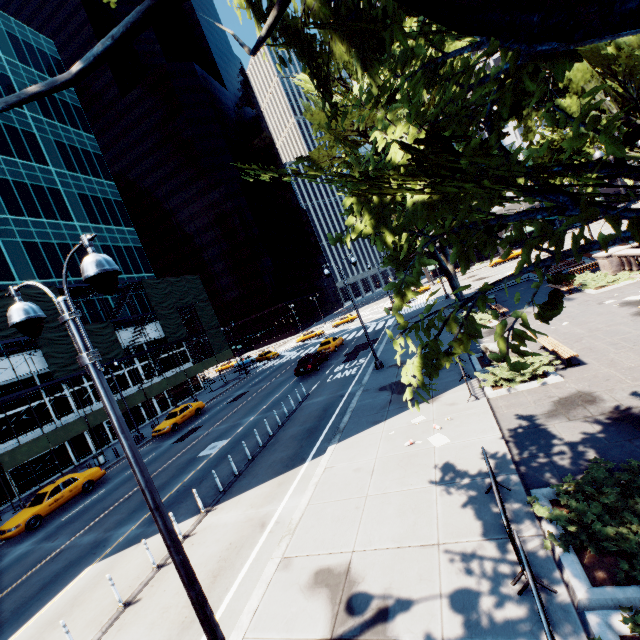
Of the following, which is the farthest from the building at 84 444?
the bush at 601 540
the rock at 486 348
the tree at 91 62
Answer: the rock at 486 348

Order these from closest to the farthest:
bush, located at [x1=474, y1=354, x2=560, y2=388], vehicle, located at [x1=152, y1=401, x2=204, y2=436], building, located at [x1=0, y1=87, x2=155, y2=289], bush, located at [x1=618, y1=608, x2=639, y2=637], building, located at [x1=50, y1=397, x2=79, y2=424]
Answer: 1. bush, located at [x1=618, y1=608, x2=639, y2=637]
2. bush, located at [x1=474, y1=354, x2=560, y2=388]
3. vehicle, located at [x1=152, y1=401, x2=204, y2=436]
4. building, located at [x1=50, y1=397, x2=79, y2=424]
5. building, located at [x1=0, y1=87, x2=155, y2=289]

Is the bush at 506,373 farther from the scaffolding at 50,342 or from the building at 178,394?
the building at 178,394

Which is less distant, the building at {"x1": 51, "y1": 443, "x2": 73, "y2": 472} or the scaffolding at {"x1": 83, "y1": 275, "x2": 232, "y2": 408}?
the building at {"x1": 51, "y1": 443, "x2": 73, "y2": 472}

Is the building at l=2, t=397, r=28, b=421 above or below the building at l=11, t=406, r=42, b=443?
above

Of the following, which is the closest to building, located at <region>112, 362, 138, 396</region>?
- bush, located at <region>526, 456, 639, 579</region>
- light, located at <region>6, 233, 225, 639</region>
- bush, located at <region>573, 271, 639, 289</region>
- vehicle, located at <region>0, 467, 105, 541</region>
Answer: vehicle, located at <region>0, 467, 105, 541</region>

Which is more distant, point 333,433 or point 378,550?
point 333,433

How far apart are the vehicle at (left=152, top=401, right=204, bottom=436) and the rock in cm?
2429
